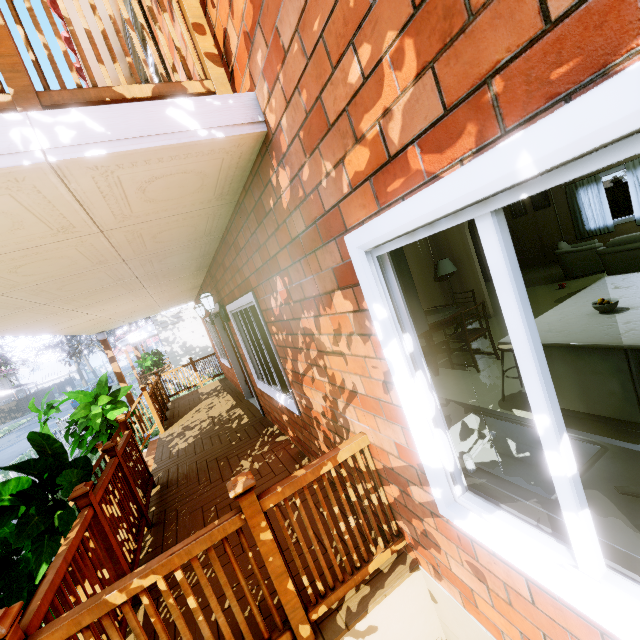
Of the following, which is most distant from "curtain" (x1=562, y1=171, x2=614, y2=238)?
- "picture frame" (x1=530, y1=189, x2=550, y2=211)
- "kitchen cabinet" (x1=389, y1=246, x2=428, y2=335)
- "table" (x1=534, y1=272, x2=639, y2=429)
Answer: "kitchen cabinet" (x1=389, y1=246, x2=428, y2=335)

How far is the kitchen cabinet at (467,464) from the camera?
1.2m

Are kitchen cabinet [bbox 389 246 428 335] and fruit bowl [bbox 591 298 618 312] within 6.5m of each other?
yes

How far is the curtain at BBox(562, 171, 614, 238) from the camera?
8.4 meters

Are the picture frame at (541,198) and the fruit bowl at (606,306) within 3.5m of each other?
no

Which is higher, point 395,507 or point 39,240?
point 39,240

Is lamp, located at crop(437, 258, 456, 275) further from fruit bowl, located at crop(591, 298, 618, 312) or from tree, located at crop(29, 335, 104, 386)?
tree, located at crop(29, 335, 104, 386)

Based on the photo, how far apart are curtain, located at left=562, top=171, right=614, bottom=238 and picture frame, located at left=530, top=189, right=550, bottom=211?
0.4 meters
